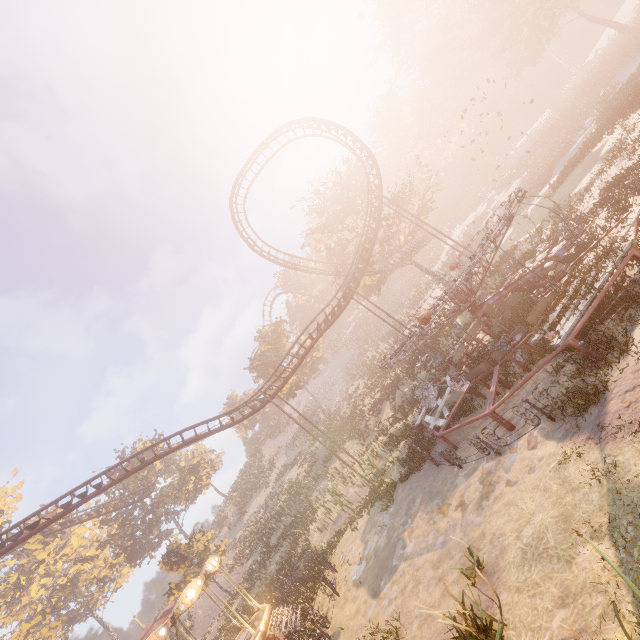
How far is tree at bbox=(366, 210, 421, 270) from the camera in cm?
3306

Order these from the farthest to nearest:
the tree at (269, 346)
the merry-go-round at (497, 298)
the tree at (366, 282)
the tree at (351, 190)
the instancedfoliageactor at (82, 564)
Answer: the tree at (269, 346), the tree at (366, 282), the tree at (351, 190), the instancedfoliageactor at (82, 564), the merry-go-round at (497, 298)

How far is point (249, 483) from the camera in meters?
57.2 m

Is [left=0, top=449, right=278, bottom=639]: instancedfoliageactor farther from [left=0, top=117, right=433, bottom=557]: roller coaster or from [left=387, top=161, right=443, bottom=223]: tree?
[left=387, top=161, right=443, bottom=223]: tree

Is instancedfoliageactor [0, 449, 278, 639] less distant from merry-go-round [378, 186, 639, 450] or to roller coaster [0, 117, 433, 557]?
roller coaster [0, 117, 433, 557]

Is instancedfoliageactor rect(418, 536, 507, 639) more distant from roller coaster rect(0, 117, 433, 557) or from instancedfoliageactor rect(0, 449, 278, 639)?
roller coaster rect(0, 117, 433, 557)

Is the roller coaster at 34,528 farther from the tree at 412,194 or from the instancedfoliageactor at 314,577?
the instancedfoliageactor at 314,577
